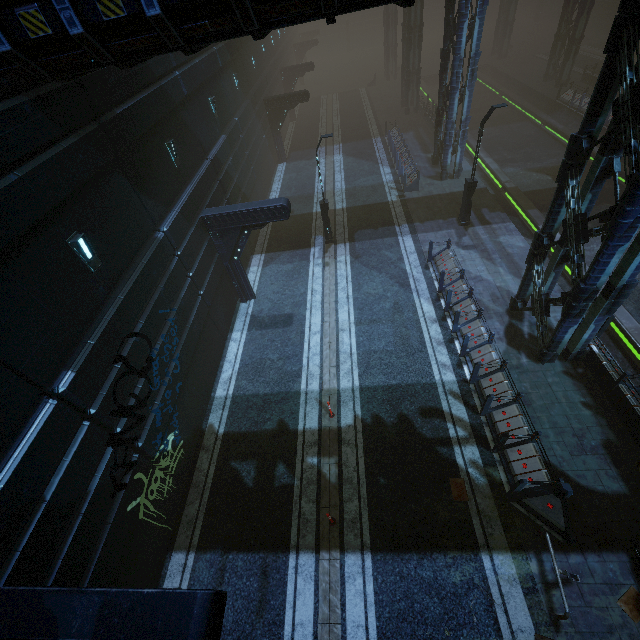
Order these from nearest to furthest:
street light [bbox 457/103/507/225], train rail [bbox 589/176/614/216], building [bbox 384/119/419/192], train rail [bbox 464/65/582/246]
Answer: street light [bbox 457/103/507/225]
train rail [bbox 589/176/614/216]
train rail [bbox 464/65/582/246]
building [bbox 384/119/419/192]

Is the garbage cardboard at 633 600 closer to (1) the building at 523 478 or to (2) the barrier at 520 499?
(2) the barrier at 520 499

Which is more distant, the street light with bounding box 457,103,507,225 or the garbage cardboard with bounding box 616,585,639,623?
the street light with bounding box 457,103,507,225

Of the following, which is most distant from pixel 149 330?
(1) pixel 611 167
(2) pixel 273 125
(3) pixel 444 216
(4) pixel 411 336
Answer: (2) pixel 273 125

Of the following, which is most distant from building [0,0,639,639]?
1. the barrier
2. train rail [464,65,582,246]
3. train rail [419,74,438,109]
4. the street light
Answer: the street light

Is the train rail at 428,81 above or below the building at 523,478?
below

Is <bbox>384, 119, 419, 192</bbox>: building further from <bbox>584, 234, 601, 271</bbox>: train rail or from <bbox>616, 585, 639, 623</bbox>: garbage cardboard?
<bbox>616, 585, 639, 623</bbox>: garbage cardboard

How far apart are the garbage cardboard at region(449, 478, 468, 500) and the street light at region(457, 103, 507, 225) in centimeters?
1338cm
